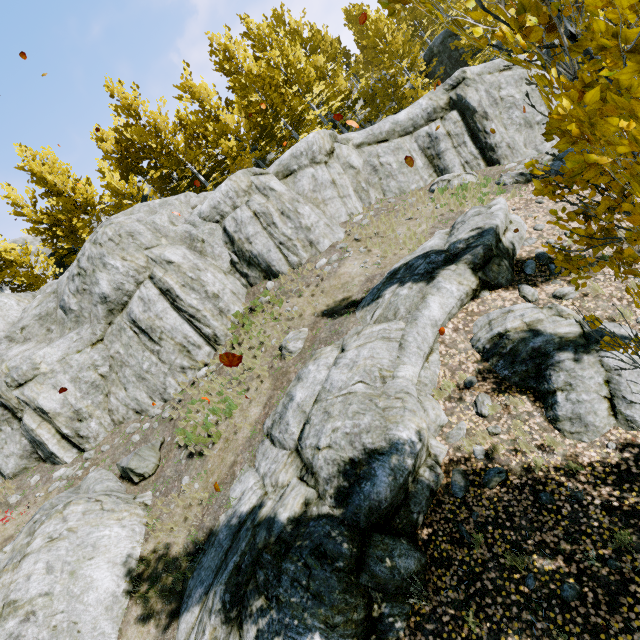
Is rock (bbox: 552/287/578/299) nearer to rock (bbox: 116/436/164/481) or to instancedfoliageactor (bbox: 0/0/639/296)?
rock (bbox: 116/436/164/481)

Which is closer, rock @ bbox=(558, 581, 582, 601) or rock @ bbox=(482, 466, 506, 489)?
rock @ bbox=(558, 581, 582, 601)

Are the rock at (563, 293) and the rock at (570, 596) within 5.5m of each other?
no

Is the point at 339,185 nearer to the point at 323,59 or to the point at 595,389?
the point at 595,389

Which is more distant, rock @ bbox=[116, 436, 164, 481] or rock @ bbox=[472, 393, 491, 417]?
rock @ bbox=[116, 436, 164, 481]

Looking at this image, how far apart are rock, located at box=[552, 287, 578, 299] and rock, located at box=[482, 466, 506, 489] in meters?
4.7 m

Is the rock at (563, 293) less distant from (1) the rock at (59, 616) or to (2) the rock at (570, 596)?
(1) the rock at (59, 616)
